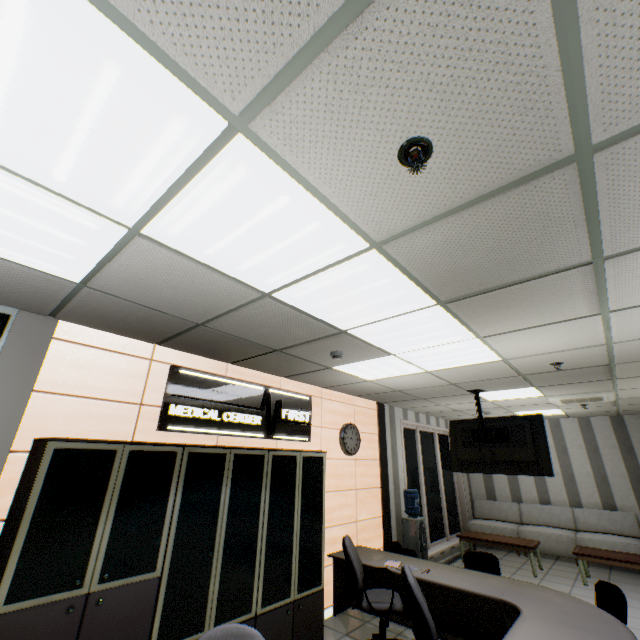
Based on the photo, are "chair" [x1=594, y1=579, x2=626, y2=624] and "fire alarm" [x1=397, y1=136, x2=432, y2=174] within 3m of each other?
no

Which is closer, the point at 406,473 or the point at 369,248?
the point at 369,248

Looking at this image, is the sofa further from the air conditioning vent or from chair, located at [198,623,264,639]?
chair, located at [198,623,264,639]

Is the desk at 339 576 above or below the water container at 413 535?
below

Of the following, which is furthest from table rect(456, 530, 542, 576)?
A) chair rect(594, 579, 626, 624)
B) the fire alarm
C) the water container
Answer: the fire alarm

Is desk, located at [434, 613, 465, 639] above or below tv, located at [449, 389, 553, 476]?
below

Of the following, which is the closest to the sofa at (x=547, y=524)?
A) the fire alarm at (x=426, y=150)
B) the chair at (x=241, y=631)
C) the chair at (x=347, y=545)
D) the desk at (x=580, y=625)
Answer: the desk at (x=580, y=625)

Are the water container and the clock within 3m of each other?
yes
